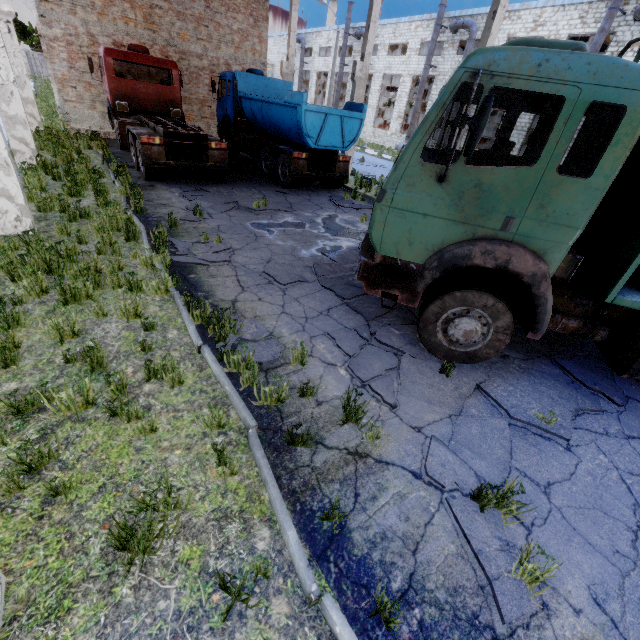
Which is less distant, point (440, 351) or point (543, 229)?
point (543, 229)

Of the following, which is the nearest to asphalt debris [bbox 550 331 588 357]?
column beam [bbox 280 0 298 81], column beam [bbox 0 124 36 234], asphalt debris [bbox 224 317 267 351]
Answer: asphalt debris [bbox 224 317 267 351]

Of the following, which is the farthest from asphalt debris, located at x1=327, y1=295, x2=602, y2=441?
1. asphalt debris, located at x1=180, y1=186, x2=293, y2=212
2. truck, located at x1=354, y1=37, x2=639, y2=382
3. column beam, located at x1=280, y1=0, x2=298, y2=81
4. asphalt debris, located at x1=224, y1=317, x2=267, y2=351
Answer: column beam, located at x1=280, y1=0, x2=298, y2=81

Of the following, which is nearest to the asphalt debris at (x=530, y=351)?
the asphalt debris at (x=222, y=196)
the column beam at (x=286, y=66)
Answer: the asphalt debris at (x=222, y=196)

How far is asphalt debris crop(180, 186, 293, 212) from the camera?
9.7m

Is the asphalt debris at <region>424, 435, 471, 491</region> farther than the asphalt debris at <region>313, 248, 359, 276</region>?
No

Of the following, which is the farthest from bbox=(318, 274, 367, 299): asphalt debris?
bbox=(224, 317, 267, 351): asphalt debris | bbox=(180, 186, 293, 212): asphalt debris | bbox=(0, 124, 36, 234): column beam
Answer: bbox=(0, 124, 36, 234): column beam

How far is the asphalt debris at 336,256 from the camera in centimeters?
692cm
